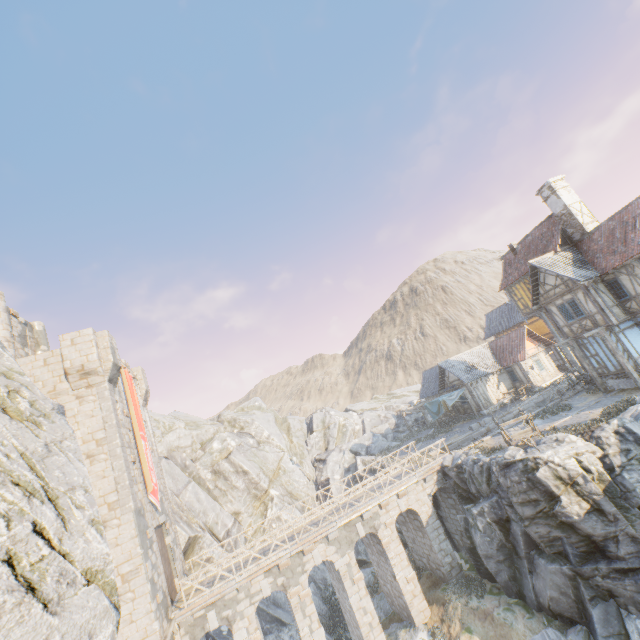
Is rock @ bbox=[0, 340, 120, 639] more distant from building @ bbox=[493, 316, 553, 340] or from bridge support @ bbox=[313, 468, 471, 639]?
building @ bbox=[493, 316, 553, 340]

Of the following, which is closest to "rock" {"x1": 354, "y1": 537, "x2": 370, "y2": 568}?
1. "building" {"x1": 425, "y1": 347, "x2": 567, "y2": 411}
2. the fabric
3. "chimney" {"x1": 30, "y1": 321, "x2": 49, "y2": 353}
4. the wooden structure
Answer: "building" {"x1": 425, "y1": 347, "x2": 567, "y2": 411}

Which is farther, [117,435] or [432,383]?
[432,383]

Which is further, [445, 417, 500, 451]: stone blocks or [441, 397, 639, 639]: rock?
[445, 417, 500, 451]: stone blocks

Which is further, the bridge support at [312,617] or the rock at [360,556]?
the rock at [360,556]

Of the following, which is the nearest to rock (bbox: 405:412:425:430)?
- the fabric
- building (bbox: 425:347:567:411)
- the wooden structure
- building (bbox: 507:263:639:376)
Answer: building (bbox: 425:347:567:411)

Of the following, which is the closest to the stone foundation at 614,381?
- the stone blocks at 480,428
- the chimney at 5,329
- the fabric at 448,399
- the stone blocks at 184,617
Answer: the stone blocks at 480,428

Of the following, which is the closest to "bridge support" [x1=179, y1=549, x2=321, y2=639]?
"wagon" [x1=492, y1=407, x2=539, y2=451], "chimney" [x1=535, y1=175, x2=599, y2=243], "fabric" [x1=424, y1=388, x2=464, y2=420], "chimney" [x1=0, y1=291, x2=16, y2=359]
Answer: "wagon" [x1=492, y1=407, x2=539, y2=451]
